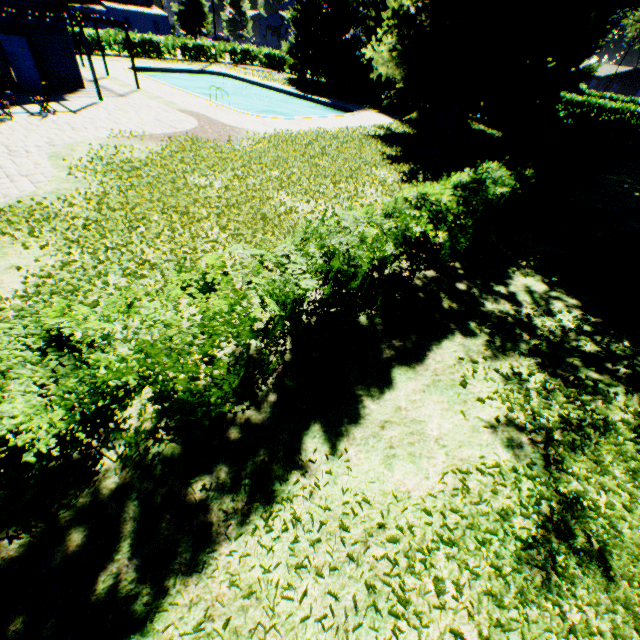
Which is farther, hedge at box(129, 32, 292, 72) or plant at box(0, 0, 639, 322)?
hedge at box(129, 32, 292, 72)

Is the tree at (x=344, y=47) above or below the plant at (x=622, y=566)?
above

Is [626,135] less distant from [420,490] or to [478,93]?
[478,93]

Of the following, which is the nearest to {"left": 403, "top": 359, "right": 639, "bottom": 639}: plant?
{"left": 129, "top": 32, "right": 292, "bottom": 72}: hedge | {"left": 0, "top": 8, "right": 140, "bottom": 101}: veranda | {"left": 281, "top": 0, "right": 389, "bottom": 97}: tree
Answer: {"left": 281, "top": 0, "right": 389, "bottom": 97}: tree

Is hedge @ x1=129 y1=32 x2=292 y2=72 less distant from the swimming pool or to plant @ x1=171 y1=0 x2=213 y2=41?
plant @ x1=171 y1=0 x2=213 y2=41

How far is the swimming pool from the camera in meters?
24.4

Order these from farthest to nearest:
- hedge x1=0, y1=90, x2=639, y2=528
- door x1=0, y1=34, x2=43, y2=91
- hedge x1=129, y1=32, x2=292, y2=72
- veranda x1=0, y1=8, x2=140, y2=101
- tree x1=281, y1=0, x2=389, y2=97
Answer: hedge x1=129, y1=32, x2=292, y2=72 → tree x1=281, y1=0, x2=389, y2=97 → door x1=0, y1=34, x2=43, y2=91 → veranda x1=0, y1=8, x2=140, y2=101 → hedge x1=0, y1=90, x2=639, y2=528
